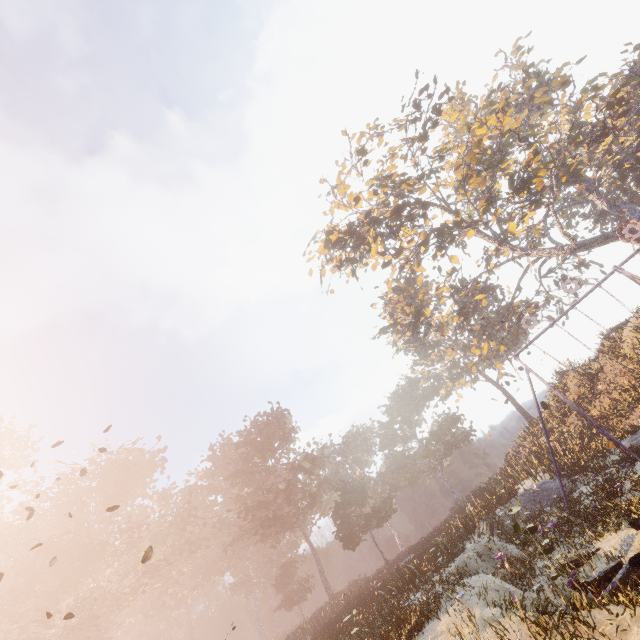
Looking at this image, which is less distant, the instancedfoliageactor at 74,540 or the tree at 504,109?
the instancedfoliageactor at 74,540

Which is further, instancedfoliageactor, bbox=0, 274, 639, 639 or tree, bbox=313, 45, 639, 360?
tree, bbox=313, 45, 639, 360

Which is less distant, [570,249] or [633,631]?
[633,631]
